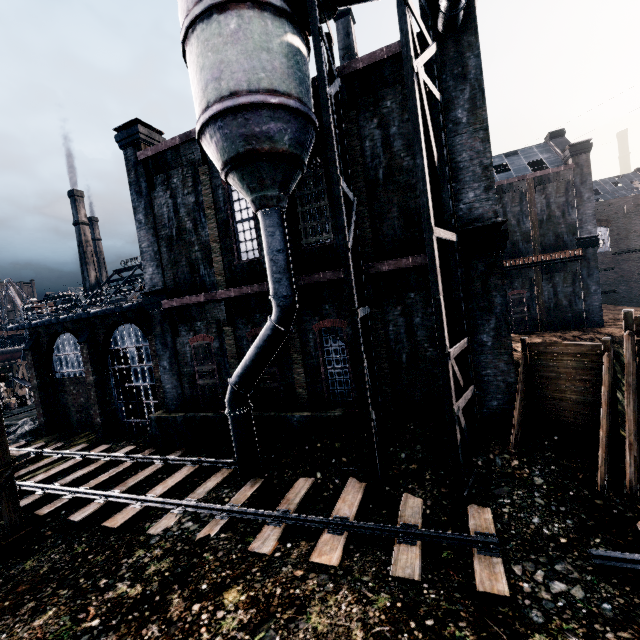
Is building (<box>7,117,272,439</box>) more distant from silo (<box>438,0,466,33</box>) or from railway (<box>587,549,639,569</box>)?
railway (<box>587,549,639,569</box>)

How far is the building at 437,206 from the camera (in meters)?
11.82

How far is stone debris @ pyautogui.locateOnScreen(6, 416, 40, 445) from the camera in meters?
22.4

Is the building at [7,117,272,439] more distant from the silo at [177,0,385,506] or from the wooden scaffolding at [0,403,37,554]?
the wooden scaffolding at [0,403,37,554]

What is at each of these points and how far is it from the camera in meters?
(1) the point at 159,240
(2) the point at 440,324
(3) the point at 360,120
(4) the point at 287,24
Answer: (1) building, 17.0
(2) silo, 9.2
(3) building, 12.6
(4) silo, 10.1

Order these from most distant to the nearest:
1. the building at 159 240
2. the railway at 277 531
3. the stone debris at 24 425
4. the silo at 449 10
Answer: the stone debris at 24 425
the building at 159 240
the silo at 449 10
the railway at 277 531

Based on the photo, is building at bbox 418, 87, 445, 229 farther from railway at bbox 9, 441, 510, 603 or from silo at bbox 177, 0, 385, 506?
railway at bbox 9, 441, 510, 603
